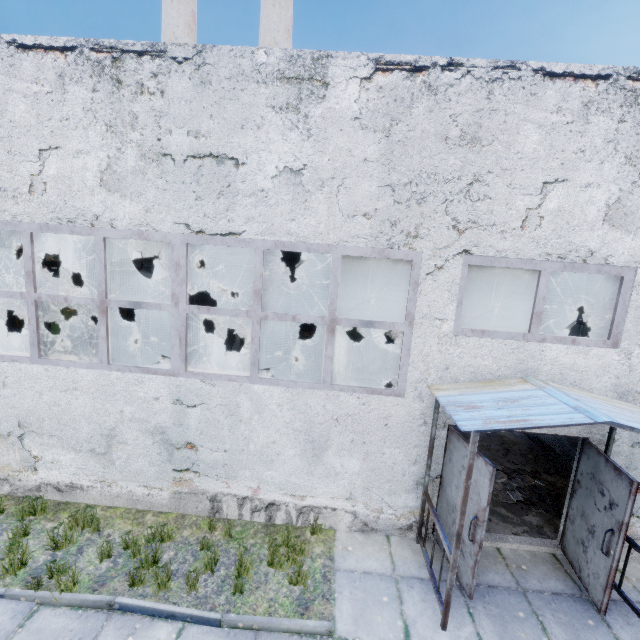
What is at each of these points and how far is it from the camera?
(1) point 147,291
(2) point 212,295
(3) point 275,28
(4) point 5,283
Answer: (1) boiler tank, 19.3m
(2) boiler tank, 12.1m
(3) chimney, 21.8m
(4) boiler tank, 12.4m

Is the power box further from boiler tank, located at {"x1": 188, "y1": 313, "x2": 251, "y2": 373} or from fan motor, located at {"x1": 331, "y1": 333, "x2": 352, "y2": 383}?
fan motor, located at {"x1": 331, "y1": 333, "x2": 352, "y2": 383}

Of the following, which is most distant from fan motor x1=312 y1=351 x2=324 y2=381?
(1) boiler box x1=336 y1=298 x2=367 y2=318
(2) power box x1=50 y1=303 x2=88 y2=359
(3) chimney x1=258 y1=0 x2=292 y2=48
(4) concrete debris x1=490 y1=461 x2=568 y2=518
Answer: (3) chimney x1=258 y1=0 x2=292 y2=48

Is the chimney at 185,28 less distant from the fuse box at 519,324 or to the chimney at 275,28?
the chimney at 275,28

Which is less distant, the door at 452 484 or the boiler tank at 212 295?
the door at 452 484

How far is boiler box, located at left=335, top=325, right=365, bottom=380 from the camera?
13.61m

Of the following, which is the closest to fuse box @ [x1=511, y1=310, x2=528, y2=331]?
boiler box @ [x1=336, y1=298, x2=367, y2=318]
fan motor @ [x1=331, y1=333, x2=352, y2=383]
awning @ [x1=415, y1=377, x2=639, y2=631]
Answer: boiler box @ [x1=336, y1=298, x2=367, y2=318]

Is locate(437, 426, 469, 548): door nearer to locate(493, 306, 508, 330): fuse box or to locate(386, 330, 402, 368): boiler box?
locate(386, 330, 402, 368): boiler box
